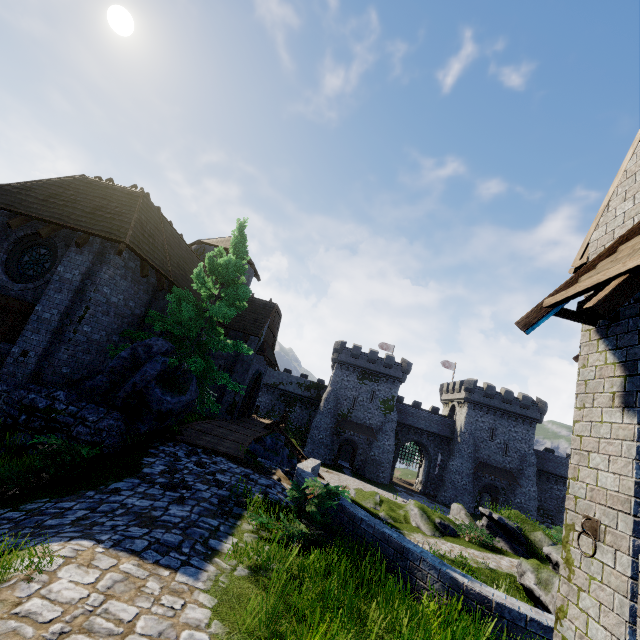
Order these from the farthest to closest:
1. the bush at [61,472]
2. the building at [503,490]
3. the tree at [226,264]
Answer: the building at [503,490] → the tree at [226,264] → the bush at [61,472]

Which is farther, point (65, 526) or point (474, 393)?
point (474, 393)

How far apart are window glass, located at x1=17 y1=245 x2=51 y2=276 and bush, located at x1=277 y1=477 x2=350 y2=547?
11.3m

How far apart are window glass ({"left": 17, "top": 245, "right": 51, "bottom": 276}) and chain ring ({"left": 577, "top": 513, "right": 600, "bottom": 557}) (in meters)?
15.78

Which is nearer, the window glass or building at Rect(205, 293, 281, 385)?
the window glass

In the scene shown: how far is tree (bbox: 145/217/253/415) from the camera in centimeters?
1234cm

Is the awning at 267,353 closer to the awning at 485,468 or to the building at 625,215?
the building at 625,215

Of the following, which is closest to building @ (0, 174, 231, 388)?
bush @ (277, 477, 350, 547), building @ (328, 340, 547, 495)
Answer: bush @ (277, 477, 350, 547)
